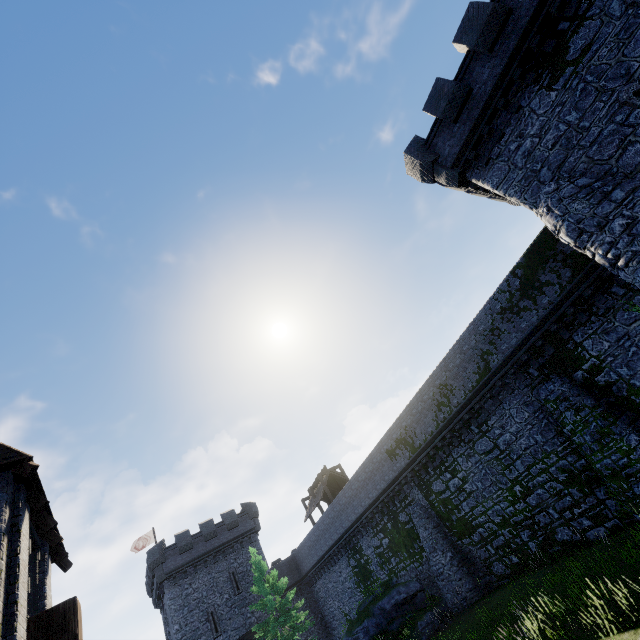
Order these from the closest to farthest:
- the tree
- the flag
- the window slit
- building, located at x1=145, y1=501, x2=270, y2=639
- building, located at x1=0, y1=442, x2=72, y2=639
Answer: building, located at x1=0, y1=442, x2=72, y2=639
the window slit
the tree
building, located at x1=145, y1=501, x2=270, y2=639
the flag

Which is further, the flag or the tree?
the flag

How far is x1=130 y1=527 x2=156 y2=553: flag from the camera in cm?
3781

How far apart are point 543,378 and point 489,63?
14.2m

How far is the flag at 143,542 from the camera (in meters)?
37.81

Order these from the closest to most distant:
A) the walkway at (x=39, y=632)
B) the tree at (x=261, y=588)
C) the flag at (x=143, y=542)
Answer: the walkway at (x=39, y=632) < the tree at (x=261, y=588) < the flag at (x=143, y=542)

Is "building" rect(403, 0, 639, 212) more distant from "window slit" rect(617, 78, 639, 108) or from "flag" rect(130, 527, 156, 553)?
"flag" rect(130, 527, 156, 553)

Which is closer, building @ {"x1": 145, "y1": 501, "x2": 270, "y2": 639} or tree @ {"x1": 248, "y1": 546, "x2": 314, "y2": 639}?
tree @ {"x1": 248, "y1": 546, "x2": 314, "y2": 639}
